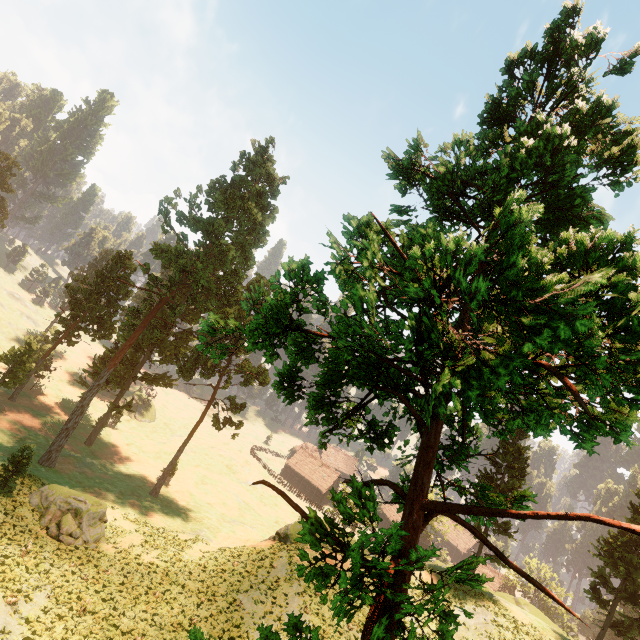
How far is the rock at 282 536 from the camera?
28.6m

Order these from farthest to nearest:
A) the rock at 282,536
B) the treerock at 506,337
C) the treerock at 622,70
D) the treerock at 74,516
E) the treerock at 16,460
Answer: the rock at 282,536
the treerock at 16,460
the treerock at 74,516
the treerock at 622,70
the treerock at 506,337

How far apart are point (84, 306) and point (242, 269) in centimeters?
2254cm

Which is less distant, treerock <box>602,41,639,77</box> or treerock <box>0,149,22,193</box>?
treerock <box>602,41,639,77</box>

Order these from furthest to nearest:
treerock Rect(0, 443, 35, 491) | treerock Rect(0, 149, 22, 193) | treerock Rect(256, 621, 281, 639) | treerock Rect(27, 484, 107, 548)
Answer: treerock Rect(0, 149, 22, 193), treerock Rect(0, 443, 35, 491), treerock Rect(27, 484, 107, 548), treerock Rect(256, 621, 281, 639)

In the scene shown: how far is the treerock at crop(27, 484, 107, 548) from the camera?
22.80m

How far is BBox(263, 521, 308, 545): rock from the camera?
28.64m
